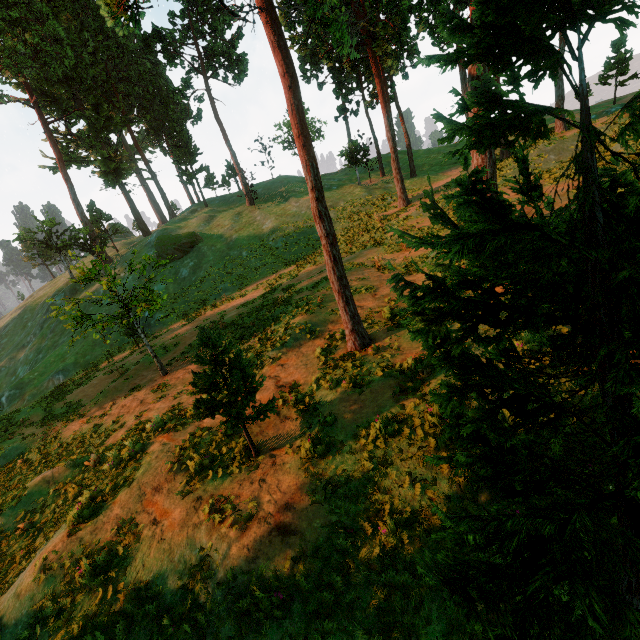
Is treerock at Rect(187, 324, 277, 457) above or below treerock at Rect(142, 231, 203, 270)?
below

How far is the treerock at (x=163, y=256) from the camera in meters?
19.0

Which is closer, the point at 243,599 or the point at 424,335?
the point at 424,335

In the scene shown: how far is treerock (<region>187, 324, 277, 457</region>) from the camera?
7.2 meters

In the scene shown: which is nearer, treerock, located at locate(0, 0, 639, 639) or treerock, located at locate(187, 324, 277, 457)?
treerock, located at locate(0, 0, 639, 639)

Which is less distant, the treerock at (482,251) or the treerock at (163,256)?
the treerock at (482,251)
